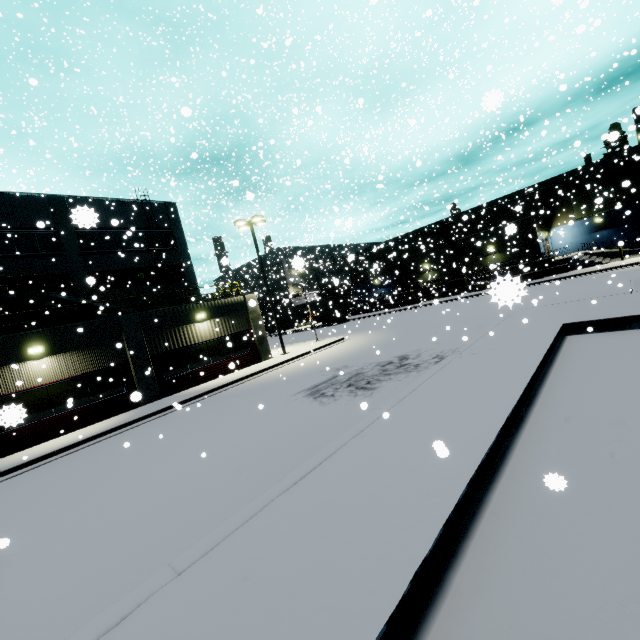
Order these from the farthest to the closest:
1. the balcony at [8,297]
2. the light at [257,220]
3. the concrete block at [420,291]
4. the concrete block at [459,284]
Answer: the concrete block at [420,291], the light at [257,220], the balcony at [8,297], the concrete block at [459,284]

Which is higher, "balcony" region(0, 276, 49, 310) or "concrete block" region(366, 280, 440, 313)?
"balcony" region(0, 276, 49, 310)

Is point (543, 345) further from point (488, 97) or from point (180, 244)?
point (180, 244)

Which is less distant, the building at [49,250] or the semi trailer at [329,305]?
the building at [49,250]

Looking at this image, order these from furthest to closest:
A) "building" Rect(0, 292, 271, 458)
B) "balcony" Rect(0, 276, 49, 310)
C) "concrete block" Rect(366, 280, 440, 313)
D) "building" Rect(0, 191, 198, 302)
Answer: "concrete block" Rect(366, 280, 440, 313)
"building" Rect(0, 191, 198, 302)
"balcony" Rect(0, 276, 49, 310)
"building" Rect(0, 292, 271, 458)

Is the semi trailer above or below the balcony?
below

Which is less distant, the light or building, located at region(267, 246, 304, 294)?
building, located at region(267, 246, 304, 294)
